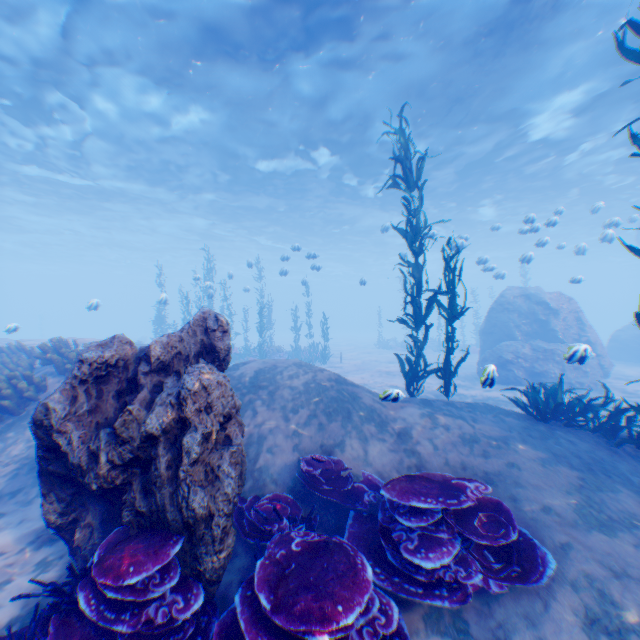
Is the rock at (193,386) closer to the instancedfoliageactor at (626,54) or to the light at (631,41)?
the instancedfoliageactor at (626,54)

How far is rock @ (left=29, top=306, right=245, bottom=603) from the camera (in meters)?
2.92

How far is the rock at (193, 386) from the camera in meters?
2.9

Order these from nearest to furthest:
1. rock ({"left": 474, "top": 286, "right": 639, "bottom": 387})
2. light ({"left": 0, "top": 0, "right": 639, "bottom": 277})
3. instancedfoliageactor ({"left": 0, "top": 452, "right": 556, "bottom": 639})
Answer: instancedfoliageactor ({"left": 0, "top": 452, "right": 556, "bottom": 639}) → light ({"left": 0, "top": 0, "right": 639, "bottom": 277}) → rock ({"left": 474, "top": 286, "right": 639, "bottom": 387})

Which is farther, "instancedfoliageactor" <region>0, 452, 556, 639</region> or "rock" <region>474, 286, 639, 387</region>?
"rock" <region>474, 286, 639, 387</region>

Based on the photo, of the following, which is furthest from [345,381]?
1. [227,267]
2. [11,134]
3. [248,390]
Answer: [227,267]

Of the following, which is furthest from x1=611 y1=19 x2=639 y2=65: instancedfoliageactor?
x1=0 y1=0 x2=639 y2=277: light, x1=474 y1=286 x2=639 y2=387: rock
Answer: x1=0 y1=0 x2=639 y2=277: light

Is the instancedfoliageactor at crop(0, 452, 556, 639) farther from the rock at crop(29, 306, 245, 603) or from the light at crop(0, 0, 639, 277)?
the light at crop(0, 0, 639, 277)
